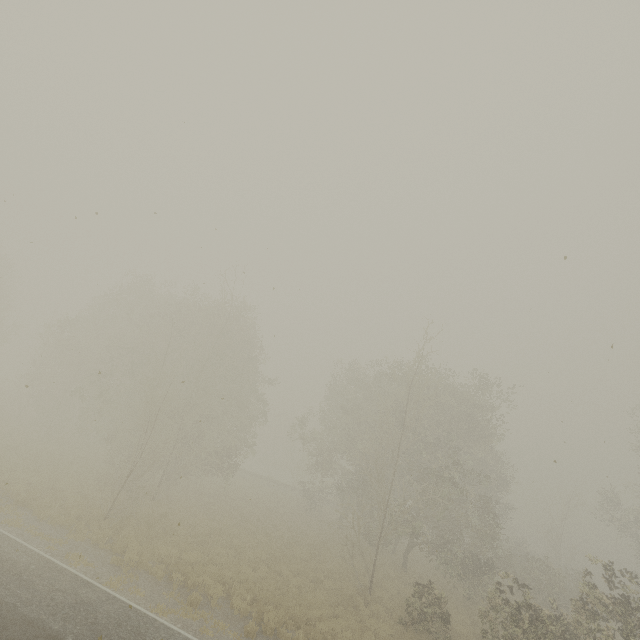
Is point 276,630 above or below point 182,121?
below
